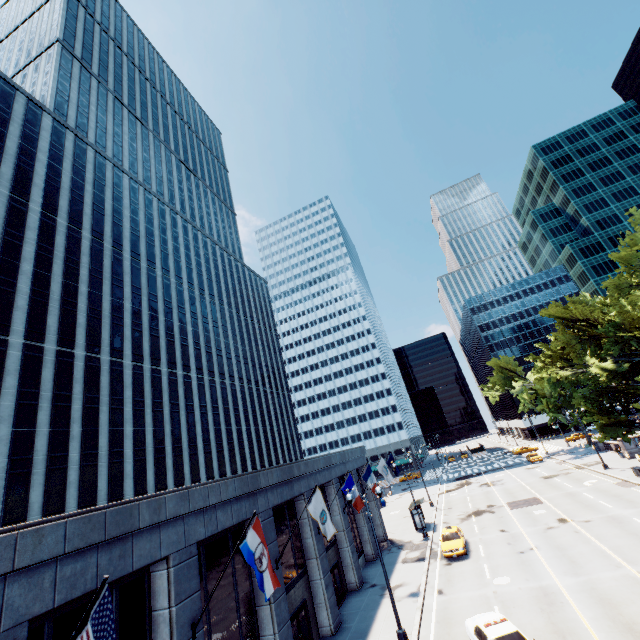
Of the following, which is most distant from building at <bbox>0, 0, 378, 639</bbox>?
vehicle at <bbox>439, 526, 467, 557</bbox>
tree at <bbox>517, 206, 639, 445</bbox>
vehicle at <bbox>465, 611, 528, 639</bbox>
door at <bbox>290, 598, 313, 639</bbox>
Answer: tree at <bbox>517, 206, 639, 445</bbox>

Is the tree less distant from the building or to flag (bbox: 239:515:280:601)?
flag (bbox: 239:515:280:601)

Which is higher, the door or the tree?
the tree

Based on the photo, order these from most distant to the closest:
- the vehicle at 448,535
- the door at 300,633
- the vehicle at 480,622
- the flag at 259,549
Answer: the vehicle at 448,535
the door at 300,633
the vehicle at 480,622
the flag at 259,549

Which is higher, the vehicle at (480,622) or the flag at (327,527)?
the flag at (327,527)

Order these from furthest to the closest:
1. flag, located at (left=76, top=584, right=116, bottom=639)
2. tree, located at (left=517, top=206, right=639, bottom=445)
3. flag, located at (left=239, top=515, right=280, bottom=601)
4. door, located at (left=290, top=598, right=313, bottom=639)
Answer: tree, located at (left=517, top=206, right=639, bottom=445), door, located at (left=290, top=598, right=313, bottom=639), flag, located at (left=239, top=515, right=280, bottom=601), flag, located at (left=76, top=584, right=116, bottom=639)

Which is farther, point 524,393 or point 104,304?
point 524,393

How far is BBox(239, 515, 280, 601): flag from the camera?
10.6m
